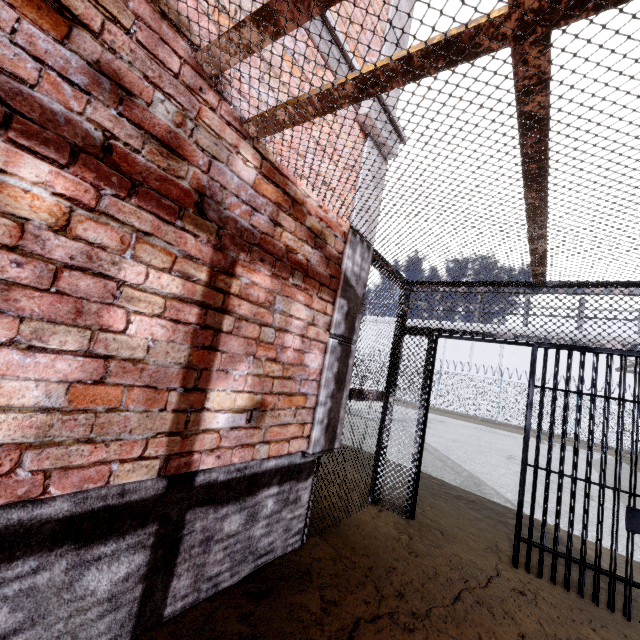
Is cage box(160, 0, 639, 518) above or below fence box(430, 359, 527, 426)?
above

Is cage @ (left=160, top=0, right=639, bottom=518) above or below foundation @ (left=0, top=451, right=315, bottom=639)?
above

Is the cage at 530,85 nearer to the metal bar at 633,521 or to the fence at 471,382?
the metal bar at 633,521

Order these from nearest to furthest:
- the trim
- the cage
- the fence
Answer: the cage → the trim → the fence

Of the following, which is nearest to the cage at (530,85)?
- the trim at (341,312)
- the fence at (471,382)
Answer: the trim at (341,312)

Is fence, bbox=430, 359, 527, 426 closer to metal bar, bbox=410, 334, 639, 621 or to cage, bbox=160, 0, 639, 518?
cage, bbox=160, 0, 639, 518

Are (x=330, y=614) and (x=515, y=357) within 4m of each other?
no

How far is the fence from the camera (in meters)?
20.83
